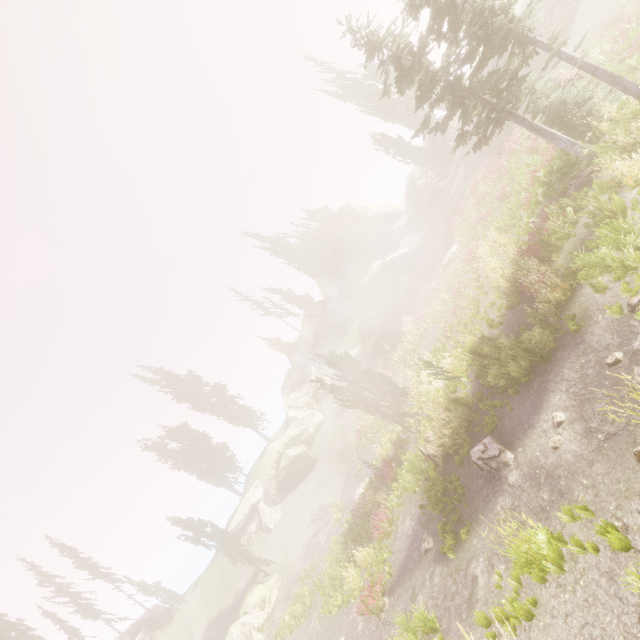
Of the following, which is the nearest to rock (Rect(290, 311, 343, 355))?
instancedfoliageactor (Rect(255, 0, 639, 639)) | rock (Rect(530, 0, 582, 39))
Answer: instancedfoliageactor (Rect(255, 0, 639, 639))

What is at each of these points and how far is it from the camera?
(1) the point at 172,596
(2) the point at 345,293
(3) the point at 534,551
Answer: (1) instancedfoliageactor, 36.1 meters
(2) rock, 55.7 meters
(3) instancedfoliageactor, 7.0 meters

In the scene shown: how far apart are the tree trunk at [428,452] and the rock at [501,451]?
2.64m

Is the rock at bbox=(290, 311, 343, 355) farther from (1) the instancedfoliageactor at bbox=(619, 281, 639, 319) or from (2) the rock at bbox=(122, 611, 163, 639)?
(2) the rock at bbox=(122, 611, 163, 639)

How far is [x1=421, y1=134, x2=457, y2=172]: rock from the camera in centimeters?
3959cm

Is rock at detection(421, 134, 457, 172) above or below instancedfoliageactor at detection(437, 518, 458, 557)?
above

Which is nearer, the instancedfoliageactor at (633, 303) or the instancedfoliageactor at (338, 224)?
the instancedfoliageactor at (633, 303)

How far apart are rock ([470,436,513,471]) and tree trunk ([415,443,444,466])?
2.64m
